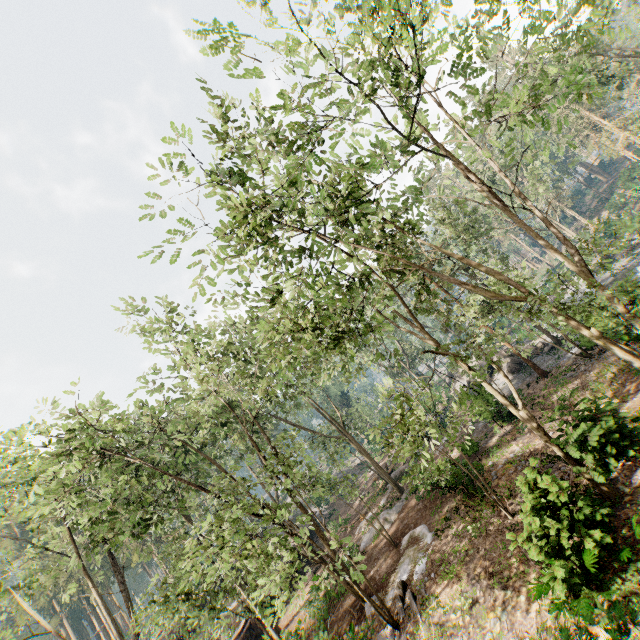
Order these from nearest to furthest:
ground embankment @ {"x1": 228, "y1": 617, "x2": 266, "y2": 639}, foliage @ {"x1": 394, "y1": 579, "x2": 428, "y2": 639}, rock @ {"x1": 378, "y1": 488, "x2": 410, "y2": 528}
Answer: foliage @ {"x1": 394, "y1": 579, "x2": 428, "y2": 639}, rock @ {"x1": 378, "y1": 488, "x2": 410, "y2": 528}, ground embankment @ {"x1": 228, "y1": 617, "x2": 266, "y2": 639}

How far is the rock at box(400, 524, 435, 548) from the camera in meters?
16.5

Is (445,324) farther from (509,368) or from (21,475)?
(509,368)

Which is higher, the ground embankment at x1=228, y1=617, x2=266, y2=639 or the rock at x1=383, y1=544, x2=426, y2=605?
the ground embankment at x1=228, y1=617, x2=266, y2=639

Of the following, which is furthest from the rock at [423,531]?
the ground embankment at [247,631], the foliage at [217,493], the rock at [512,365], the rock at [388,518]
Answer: the rock at [512,365]

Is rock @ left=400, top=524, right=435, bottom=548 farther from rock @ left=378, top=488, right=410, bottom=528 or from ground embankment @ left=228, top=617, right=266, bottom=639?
ground embankment @ left=228, top=617, right=266, bottom=639

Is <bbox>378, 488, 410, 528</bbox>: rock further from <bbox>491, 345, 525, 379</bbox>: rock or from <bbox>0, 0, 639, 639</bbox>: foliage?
<bbox>491, 345, 525, 379</bbox>: rock
